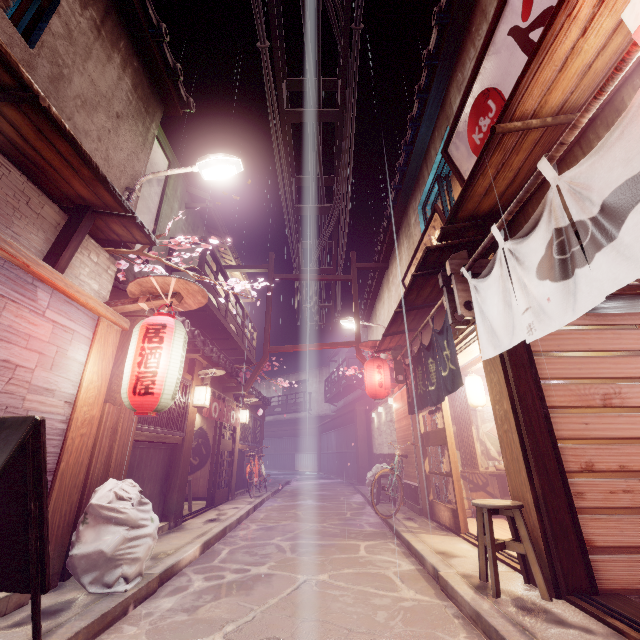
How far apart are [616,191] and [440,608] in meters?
7.1 m

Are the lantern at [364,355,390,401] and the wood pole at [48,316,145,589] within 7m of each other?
no

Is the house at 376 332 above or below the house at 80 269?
above

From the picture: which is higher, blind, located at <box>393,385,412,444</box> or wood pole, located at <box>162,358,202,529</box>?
blind, located at <box>393,385,412,444</box>

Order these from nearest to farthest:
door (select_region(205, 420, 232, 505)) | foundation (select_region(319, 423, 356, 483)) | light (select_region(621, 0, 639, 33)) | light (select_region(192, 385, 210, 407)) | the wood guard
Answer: light (select_region(621, 0, 639, 33)) < the wood guard < light (select_region(192, 385, 210, 407)) < door (select_region(205, 420, 232, 505)) < foundation (select_region(319, 423, 356, 483))

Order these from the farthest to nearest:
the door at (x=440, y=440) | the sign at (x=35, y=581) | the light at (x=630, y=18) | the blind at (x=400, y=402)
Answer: the blind at (x=400, y=402)
the door at (x=440, y=440)
the sign at (x=35, y=581)
the light at (x=630, y=18)

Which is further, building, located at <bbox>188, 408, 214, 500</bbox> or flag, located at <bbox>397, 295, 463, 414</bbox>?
building, located at <bbox>188, 408, 214, 500</bbox>

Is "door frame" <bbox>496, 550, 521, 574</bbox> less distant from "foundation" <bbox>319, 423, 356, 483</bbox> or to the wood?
the wood
